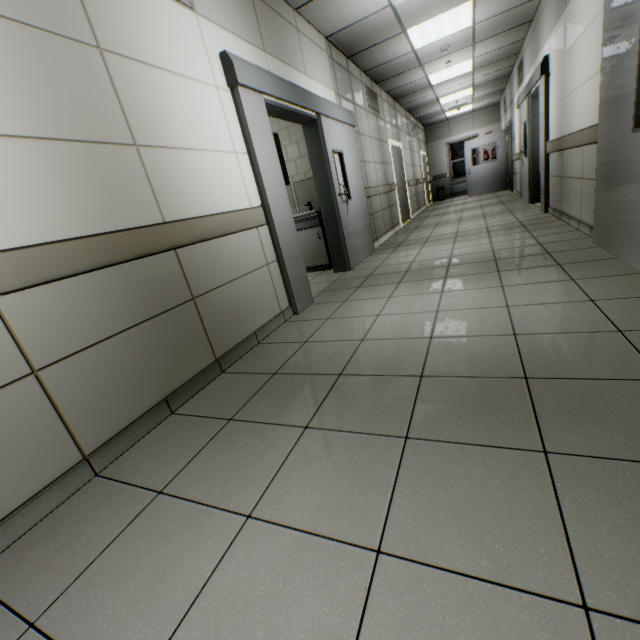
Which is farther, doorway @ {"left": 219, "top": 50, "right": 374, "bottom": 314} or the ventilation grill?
the ventilation grill

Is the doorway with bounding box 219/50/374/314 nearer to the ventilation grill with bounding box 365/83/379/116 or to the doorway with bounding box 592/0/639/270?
the ventilation grill with bounding box 365/83/379/116

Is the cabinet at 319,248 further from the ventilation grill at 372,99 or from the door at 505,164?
the door at 505,164

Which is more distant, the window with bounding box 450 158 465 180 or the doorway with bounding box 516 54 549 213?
the window with bounding box 450 158 465 180

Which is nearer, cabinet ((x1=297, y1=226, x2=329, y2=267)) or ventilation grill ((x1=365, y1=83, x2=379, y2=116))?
cabinet ((x1=297, y1=226, x2=329, y2=267))

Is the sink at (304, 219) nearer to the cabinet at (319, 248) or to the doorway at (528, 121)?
the cabinet at (319, 248)

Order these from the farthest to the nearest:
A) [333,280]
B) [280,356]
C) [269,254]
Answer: [333,280] → [269,254] → [280,356]

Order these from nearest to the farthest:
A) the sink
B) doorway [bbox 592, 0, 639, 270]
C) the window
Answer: doorway [bbox 592, 0, 639, 270] → the sink → the window
